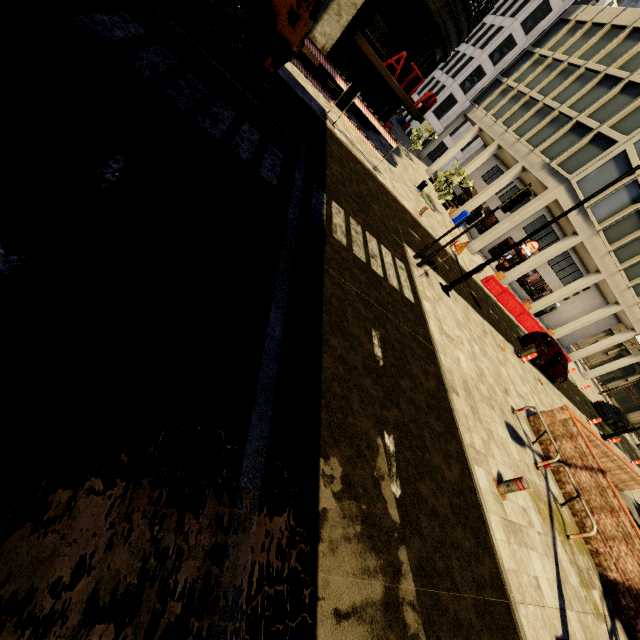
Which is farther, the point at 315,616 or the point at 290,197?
the point at 290,197

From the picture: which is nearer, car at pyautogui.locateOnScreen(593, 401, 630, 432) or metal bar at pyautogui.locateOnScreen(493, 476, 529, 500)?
metal bar at pyautogui.locateOnScreen(493, 476, 529, 500)

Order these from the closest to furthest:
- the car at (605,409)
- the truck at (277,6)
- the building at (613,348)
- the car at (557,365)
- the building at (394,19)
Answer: the truck at (277,6) < the building at (394,19) < the car at (557,365) < the building at (613,348) < the car at (605,409)

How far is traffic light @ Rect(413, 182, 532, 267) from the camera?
9.4 meters

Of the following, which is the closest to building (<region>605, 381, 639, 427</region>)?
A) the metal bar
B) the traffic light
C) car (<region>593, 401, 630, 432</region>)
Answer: car (<region>593, 401, 630, 432</region>)

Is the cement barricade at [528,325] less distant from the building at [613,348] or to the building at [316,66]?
the building at [613,348]

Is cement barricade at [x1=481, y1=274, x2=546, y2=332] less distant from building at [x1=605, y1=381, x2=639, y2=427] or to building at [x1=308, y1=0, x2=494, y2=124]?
building at [x1=605, y1=381, x2=639, y2=427]

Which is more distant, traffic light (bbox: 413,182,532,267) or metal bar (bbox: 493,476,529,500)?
traffic light (bbox: 413,182,532,267)
